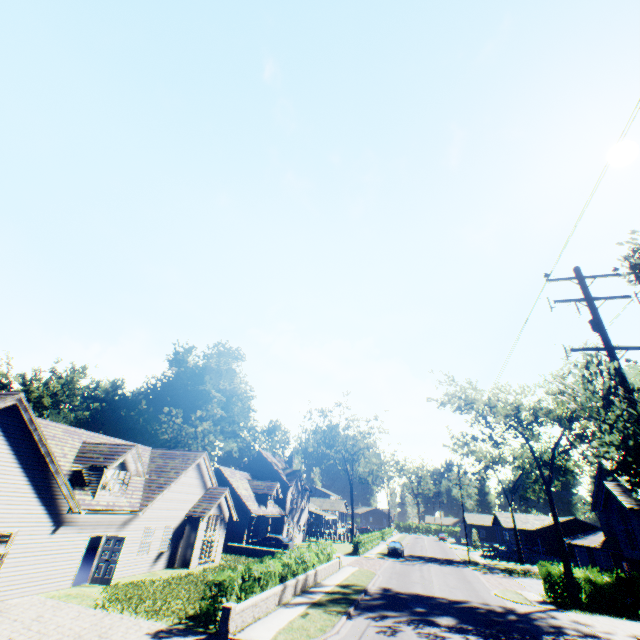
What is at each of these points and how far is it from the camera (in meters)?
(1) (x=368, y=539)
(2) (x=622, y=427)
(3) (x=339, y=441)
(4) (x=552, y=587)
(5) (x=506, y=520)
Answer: (1) hedge, 42.03
(2) tree, 8.07
(3) tree, 55.94
(4) hedge, 23.48
(5) house, 54.72

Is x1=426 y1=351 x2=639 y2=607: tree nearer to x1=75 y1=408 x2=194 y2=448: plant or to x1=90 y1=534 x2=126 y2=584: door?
x1=75 y1=408 x2=194 y2=448: plant

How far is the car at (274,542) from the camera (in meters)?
33.53

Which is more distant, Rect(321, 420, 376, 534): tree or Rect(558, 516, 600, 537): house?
Rect(321, 420, 376, 534): tree

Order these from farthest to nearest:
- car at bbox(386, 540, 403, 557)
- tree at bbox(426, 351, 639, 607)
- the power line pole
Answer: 1. car at bbox(386, 540, 403, 557)
2. the power line pole
3. tree at bbox(426, 351, 639, 607)

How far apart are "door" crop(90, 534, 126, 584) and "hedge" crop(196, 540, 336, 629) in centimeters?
755cm

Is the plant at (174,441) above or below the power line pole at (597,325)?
above

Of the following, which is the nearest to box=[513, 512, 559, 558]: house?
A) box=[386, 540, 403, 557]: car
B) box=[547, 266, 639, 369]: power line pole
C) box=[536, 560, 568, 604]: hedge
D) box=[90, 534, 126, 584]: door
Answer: box=[536, 560, 568, 604]: hedge
